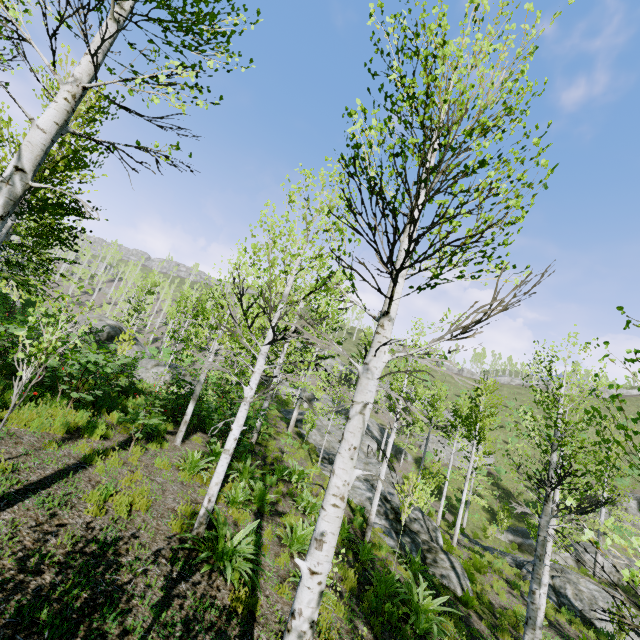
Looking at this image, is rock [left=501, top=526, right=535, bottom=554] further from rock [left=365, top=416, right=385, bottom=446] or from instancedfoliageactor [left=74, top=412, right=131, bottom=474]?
instancedfoliageactor [left=74, top=412, right=131, bottom=474]

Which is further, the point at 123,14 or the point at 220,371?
the point at 220,371

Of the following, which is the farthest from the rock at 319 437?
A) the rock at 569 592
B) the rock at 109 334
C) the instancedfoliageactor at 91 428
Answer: the rock at 109 334

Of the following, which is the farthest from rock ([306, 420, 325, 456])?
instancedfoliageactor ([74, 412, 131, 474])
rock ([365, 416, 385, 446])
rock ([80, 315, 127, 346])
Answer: rock ([80, 315, 127, 346])

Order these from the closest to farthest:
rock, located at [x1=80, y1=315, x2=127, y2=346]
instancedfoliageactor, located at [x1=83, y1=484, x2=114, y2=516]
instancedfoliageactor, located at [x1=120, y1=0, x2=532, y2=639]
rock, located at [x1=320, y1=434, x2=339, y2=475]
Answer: instancedfoliageactor, located at [x1=120, y1=0, x2=532, y2=639] < instancedfoliageactor, located at [x1=83, y1=484, x2=114, y2=516] < rock, located at [x1=320, y1=434, x2=339, y2=475] < rock, located at [x1=80, y1=315, x2=127, y2=346]

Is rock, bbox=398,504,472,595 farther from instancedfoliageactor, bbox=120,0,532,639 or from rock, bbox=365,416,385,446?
rock, bbox=365,416,385,446

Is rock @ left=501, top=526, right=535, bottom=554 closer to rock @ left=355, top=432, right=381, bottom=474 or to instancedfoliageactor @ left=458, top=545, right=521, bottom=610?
instancedfoliageactor @ left=458, top=545, right=521, bottom=610

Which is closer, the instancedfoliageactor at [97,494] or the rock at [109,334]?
the instancedfoliageactor at [97,494]
